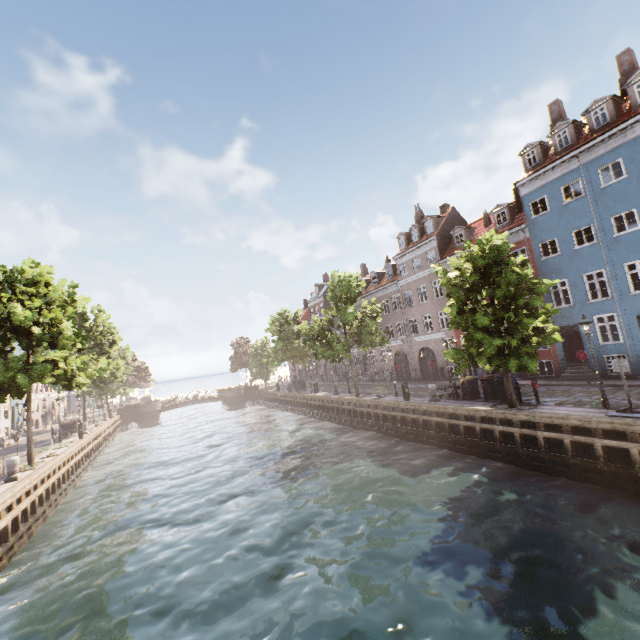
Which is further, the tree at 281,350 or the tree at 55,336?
the tree at 281,350

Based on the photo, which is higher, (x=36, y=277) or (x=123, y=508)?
(x=36, y=277)

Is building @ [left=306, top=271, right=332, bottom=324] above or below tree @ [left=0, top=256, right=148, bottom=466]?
above

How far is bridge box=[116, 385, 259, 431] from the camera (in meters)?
46.28

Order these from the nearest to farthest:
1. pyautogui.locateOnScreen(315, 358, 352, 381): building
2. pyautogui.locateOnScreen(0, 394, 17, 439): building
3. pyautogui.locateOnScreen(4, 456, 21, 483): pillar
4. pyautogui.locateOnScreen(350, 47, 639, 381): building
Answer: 1. pyautogui.locateOnScreen(4, 456, 21, 483): pillar
2. pyautogui.locateOnScreen(350, 47, 639, 381): building
3. pyautogui.locateOnScreen(0, 394, 17, 439): building
4. pyautogui.locateOnScreen(315, 358, 352, 381): building

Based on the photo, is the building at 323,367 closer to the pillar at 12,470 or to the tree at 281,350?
the tree at 281,350

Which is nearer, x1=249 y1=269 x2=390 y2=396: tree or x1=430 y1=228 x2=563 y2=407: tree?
x1=430 y1=228 x2=563 y2=407: tree
